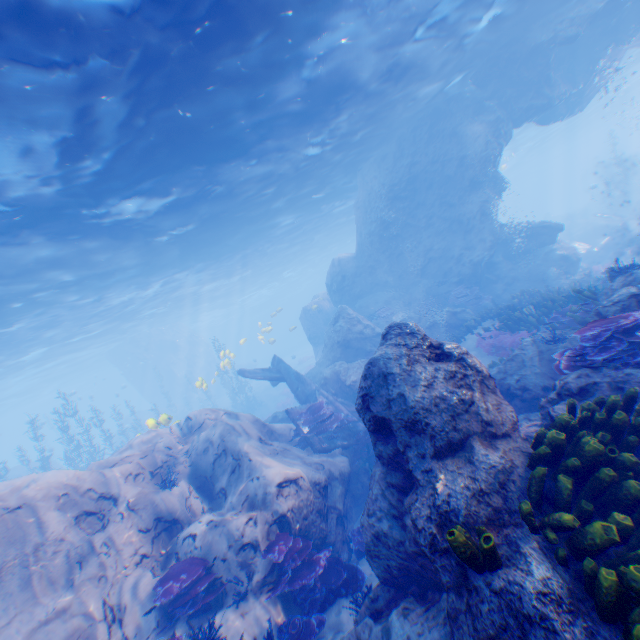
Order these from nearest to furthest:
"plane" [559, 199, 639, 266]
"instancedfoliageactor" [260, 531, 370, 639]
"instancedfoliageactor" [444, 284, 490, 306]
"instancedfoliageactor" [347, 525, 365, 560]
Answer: "instancedfoliageactor" [260, 531, 370, 639], "instancedfoliageactor" [347, 525, 365, 560], "instancedfoliageactor" [444, 284, 490, 306], "plane" [559, 199, 639, 266]

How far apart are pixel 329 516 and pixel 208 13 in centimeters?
1236cm

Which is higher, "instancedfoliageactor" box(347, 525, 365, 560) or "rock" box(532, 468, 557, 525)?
"rock" box(532, 468, 557, 525)

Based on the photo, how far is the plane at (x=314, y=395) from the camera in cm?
1159

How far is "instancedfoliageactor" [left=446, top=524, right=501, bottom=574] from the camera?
3.00m

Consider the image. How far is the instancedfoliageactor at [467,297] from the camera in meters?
17.5

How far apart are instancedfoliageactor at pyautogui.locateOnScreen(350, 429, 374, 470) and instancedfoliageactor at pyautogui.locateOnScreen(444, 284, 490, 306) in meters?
9.3 m

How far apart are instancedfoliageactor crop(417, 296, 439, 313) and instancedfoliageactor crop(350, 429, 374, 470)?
8.77m
